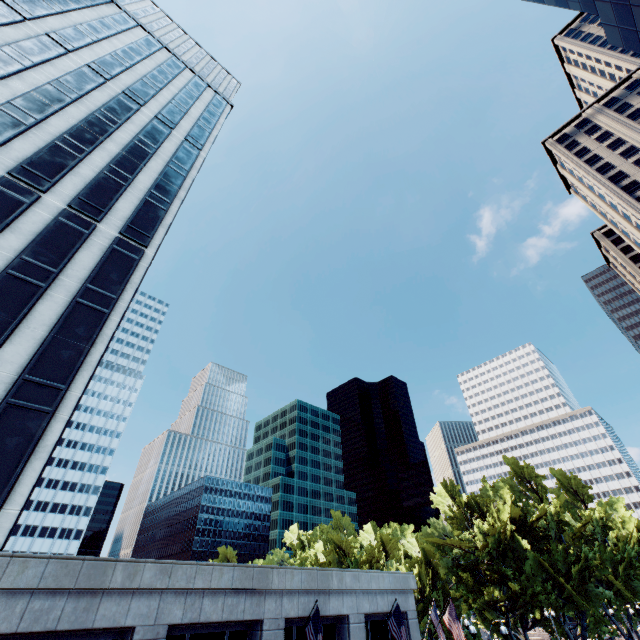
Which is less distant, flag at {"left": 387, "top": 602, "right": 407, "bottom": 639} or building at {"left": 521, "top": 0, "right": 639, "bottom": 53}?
flag at {"left": 387, "top": 602, "right": 407, "bottom": 639}

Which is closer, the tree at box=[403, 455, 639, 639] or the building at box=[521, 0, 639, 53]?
the building at box=[521, 0, 639, 53]

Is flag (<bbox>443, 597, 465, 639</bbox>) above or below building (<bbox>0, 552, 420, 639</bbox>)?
below

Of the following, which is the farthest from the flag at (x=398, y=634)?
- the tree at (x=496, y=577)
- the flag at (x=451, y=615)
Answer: the tree at (x=496, y=577)

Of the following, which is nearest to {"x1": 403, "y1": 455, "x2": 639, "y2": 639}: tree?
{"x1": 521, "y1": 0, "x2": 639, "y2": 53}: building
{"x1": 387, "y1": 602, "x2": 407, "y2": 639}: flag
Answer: {"x1": 387, "y1": 602, "x2": 407, "y2": 639}: flag

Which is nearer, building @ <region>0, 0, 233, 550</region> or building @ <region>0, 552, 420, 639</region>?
building @ <region>0, 552, 420, 639</region>

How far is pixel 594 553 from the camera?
41.5 meters

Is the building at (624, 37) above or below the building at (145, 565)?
above
